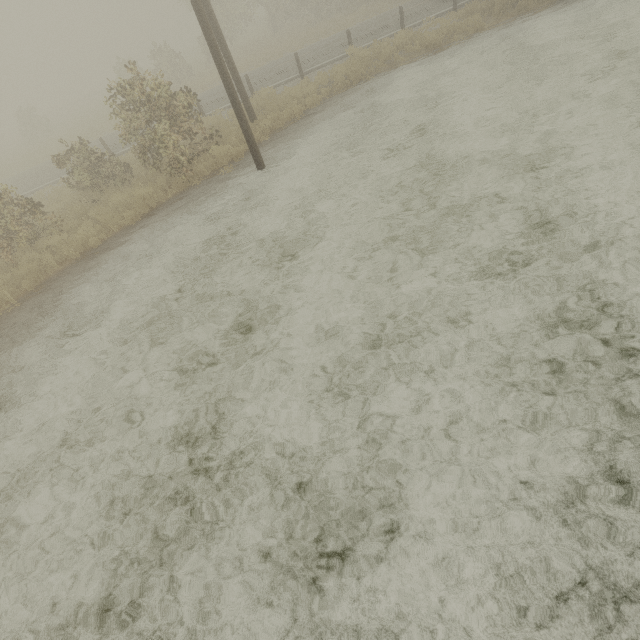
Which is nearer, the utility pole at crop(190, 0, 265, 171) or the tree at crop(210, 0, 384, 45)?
the utility pole at crop(190, 0, 265, 171)

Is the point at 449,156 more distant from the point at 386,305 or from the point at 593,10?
the point at 593,10

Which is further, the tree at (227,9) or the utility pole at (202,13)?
the tree at (227,9)
